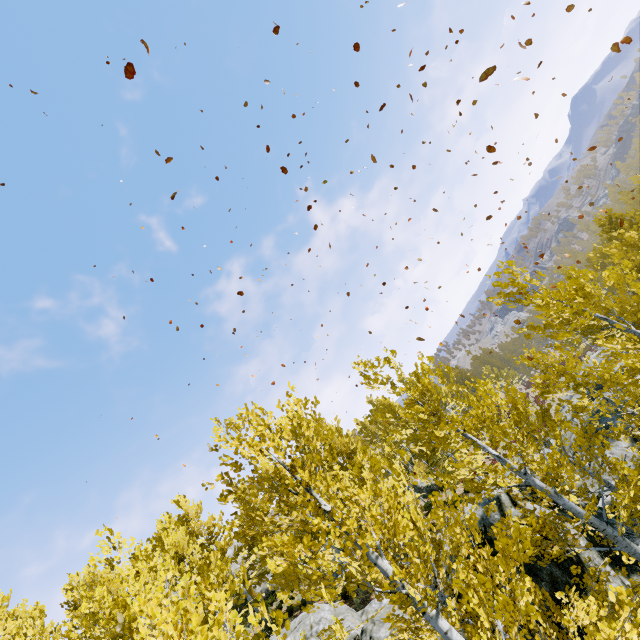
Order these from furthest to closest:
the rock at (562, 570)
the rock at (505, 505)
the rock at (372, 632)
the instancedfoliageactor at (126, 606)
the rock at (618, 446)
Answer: the rock at (618, 446) → the rock at (372, 632) → the rock at (505, 505) → the rock at (562, 570) → the instancedfoliageactor at (126, 606)

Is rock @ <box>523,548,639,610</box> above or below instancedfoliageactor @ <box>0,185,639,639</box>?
below

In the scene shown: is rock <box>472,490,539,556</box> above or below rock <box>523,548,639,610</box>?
above

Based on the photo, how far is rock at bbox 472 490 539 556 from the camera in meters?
8.3

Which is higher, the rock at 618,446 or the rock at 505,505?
the rock at 505,505

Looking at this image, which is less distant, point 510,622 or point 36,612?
point 510,622

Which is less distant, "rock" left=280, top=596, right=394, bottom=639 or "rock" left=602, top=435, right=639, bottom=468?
"rock" left=280, top=596, right=394, bottom=639
